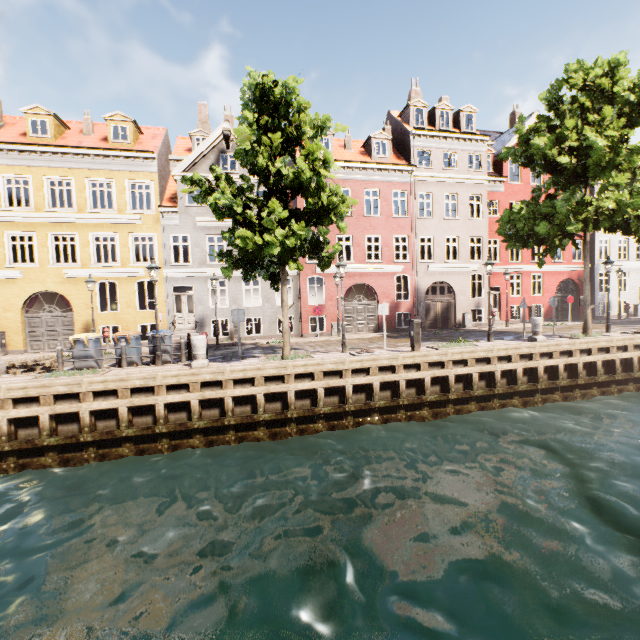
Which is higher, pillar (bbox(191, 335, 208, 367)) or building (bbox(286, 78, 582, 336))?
building (bbox(286, 78, 582, 336))

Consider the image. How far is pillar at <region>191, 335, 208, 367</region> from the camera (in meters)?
10.74

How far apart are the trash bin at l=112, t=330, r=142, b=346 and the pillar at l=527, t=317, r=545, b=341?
16.3 meters

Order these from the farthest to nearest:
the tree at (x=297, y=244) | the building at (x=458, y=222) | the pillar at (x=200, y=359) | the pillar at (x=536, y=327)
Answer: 1. the building at (x=458, y=222)
2. the pillar at (x=536, y=327)
3. the pillar at (x=200, y=359)
4. the tree at (x=297, y=244)

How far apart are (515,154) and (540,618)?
17.4m

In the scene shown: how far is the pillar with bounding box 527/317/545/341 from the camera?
13.8 meters

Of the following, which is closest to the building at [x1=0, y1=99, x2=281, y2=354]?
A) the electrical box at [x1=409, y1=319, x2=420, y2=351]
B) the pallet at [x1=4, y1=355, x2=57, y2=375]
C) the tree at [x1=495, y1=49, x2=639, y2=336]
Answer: the tree at [x1=495, y1=49, x2=639, y2=336]

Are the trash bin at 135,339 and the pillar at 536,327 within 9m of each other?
no
